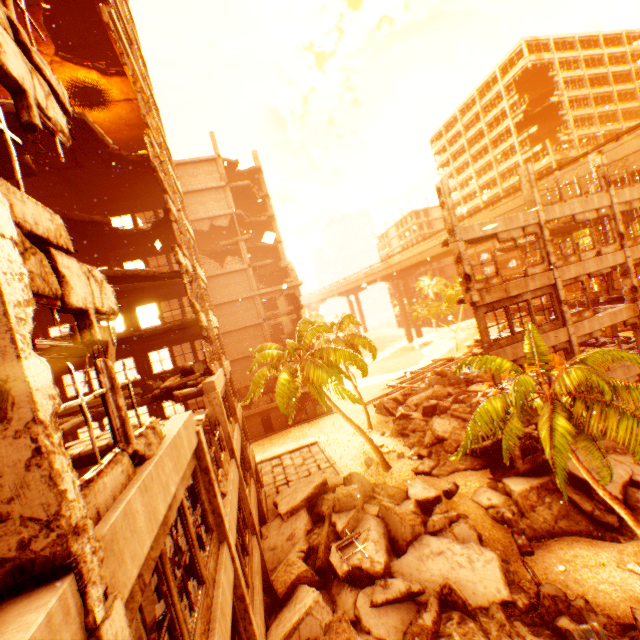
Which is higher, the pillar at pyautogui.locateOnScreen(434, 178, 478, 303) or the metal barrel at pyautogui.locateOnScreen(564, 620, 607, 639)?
the pillar at pyautogui.locateOnScreen(434, 178, 478, 303)

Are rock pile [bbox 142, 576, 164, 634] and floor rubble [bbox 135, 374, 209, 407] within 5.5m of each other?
yes

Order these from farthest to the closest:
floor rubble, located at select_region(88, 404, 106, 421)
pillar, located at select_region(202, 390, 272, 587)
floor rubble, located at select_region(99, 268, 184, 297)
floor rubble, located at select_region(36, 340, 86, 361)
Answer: floor rubble, located at select_region(99, 268, 184, 297) → floor rubble, located at select_region(88, 404, 106, 421) → pillar, located at select_region(202, 390, 272, 587) → floor rubble, located at select_region(36, 340, 86, 361)

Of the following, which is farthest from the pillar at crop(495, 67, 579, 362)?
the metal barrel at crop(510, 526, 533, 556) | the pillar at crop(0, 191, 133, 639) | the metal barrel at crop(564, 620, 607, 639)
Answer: the pillar at crop(0, 191, 133, 639)

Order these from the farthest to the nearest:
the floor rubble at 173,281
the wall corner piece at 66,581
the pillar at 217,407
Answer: the floor rubble at 173,281 < the pillar at 217,407 < the wall corner piece at 66,581

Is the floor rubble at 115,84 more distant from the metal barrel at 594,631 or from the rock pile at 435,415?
the metal barrel at 594,631

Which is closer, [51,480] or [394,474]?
[51,480]

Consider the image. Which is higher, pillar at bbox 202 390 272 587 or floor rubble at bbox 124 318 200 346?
floor rubble at bbox 124 318 200 346
